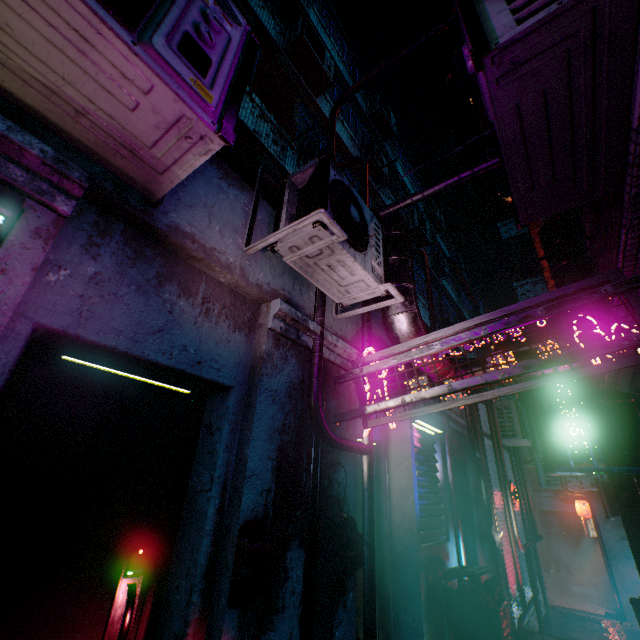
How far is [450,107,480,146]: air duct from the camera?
4.6 meters

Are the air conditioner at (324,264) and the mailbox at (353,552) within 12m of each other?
yes

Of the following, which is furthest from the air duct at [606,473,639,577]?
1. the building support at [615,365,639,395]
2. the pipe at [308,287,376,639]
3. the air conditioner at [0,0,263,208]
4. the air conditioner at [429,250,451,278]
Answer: the air conditioner at [0,0,263,208]

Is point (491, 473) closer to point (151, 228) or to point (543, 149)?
point (543, 149)

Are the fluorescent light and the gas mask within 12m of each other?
yes

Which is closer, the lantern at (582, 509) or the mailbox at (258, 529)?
the mailbox at (258, 529)

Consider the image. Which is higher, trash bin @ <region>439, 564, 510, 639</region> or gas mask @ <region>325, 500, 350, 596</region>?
gas mask @ <region>325, 500, 350, 596</region>

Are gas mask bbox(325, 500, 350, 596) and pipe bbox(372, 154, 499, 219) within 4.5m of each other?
yes
